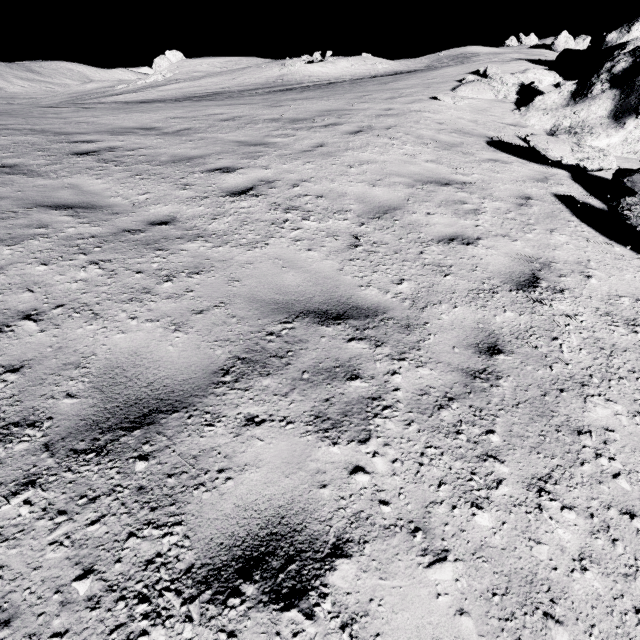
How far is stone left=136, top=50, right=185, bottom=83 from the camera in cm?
4637

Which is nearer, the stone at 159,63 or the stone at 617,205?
the stone at 617,205

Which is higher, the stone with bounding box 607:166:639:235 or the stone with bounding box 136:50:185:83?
the stone with bounding box 136:50:185:83

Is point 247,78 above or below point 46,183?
above

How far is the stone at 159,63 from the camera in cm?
4637

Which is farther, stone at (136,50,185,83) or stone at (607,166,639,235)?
stone at (136,50,185,83)
